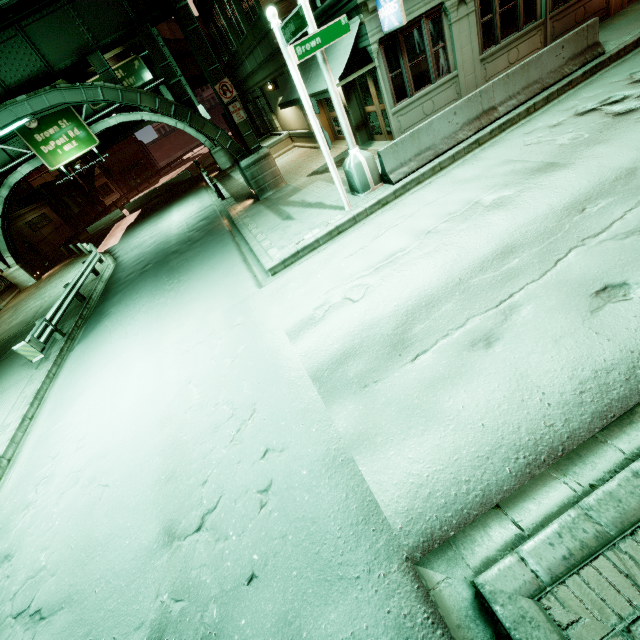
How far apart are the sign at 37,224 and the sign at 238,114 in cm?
3251

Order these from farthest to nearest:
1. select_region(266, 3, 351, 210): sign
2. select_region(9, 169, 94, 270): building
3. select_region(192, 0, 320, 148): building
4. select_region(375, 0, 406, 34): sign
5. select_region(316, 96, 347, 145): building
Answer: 1. select_region(9, 169, 94, 270): building
2. select_region(316, 96, 347, 145): building
3. select_region(192, 0, 320, 148): building
4. select_region(375, 0, 406, 34): sign
5. select_region(266, 3, 351, 210): sign

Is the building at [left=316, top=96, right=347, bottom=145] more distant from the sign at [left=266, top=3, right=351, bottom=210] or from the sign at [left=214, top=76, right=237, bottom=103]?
the sign at [left=214, top=76, right=237, bottom=103]

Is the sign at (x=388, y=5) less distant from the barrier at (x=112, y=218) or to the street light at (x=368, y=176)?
the street light at (x=368, y=176)

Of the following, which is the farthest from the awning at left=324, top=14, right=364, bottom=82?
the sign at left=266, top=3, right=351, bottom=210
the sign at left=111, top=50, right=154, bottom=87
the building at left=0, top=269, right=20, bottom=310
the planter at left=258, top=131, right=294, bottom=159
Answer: the building at left=0, top=269, right=20, bottom=310

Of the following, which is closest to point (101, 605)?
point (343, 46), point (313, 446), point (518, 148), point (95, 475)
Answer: point (95, 475)

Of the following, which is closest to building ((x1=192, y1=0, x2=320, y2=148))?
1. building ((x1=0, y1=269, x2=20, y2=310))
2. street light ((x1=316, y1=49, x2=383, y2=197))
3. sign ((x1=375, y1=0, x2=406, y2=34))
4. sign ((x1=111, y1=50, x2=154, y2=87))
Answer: sign ((x1=375, y1=0, x2=406, y2=34))

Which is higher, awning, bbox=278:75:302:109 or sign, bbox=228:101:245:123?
sign, bbox=228:101:245:123
